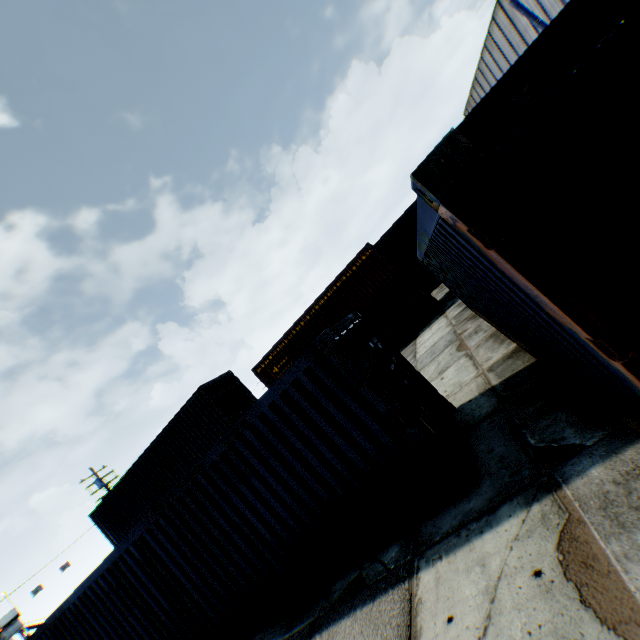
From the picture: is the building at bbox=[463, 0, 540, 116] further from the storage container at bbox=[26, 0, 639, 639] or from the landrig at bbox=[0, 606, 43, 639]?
the landrig at bbox=[0, 606, 43, 639]

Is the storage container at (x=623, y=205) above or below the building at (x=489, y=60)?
below

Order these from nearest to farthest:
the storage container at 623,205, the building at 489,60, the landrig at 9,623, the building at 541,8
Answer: the storage container at 623,205 < the building at 541,8 < the building at 489,60 < the landrig at 9,623

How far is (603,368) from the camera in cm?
201

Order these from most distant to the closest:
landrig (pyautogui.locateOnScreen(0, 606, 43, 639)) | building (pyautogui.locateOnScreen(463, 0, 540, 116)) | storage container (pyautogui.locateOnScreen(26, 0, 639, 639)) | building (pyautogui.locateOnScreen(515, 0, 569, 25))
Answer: landrig (pyautogui.locateOnScreen(0, 606, 43, 639)) < building (pyautogui.locateOnScreen(463, 0, 540, 116)) < building (pyautogui.locateOnScreen(515, 0, 569, 25)) < storage container (pyautogui.locateOnScreen(26, 0, 639, 639))

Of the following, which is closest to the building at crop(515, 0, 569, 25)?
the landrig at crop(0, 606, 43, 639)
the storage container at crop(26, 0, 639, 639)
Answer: the storage container at crop(26, 0, 639, 639)
